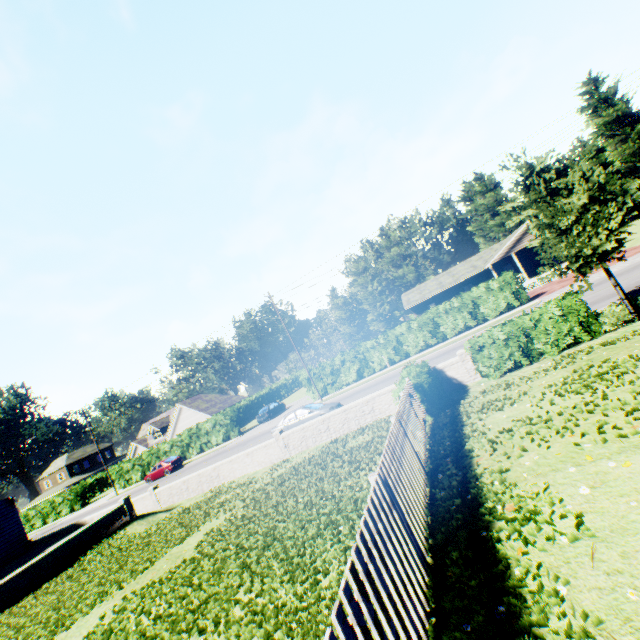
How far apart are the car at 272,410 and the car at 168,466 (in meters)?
9.04

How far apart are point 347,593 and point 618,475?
3.6m

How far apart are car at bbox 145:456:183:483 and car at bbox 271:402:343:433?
20.54m

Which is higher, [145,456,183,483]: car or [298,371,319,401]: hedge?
[298,371,319,401]: hedge

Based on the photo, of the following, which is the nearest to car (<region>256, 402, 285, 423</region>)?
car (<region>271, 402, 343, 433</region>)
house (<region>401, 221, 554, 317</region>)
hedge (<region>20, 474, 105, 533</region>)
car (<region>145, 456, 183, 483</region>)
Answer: car (<region>145, 456, 183, 483</region>)

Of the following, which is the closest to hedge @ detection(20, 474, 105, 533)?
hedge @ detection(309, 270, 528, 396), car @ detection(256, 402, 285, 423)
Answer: car @ detection(256, 402, 285, 423)

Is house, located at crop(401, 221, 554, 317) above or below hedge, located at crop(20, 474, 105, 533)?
above

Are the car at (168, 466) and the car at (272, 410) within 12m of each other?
yes
